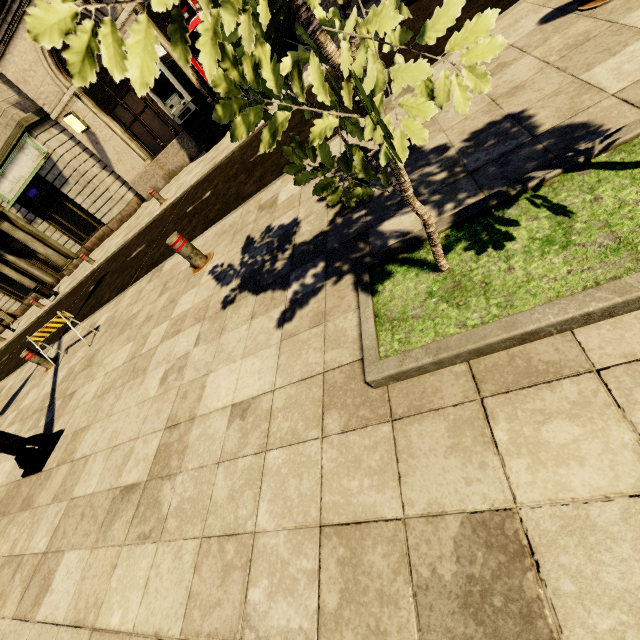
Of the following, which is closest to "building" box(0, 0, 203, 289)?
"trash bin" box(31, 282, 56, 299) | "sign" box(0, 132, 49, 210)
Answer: "sign" box(0, 132, 49, 210)

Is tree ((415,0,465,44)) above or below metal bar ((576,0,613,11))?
above

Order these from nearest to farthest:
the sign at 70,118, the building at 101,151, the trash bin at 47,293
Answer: the building at 101,151 → the sign at 70,118 → the trash bin at 47,293

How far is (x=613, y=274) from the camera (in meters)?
1.29

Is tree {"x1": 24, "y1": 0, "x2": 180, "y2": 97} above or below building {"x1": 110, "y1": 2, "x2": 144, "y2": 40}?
below

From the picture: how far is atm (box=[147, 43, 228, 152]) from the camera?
10.8m

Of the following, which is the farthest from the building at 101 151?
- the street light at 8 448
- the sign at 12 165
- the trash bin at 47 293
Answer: the street light at 8 448

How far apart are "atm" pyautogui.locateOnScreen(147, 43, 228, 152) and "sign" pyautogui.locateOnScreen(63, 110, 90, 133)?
3.6m
